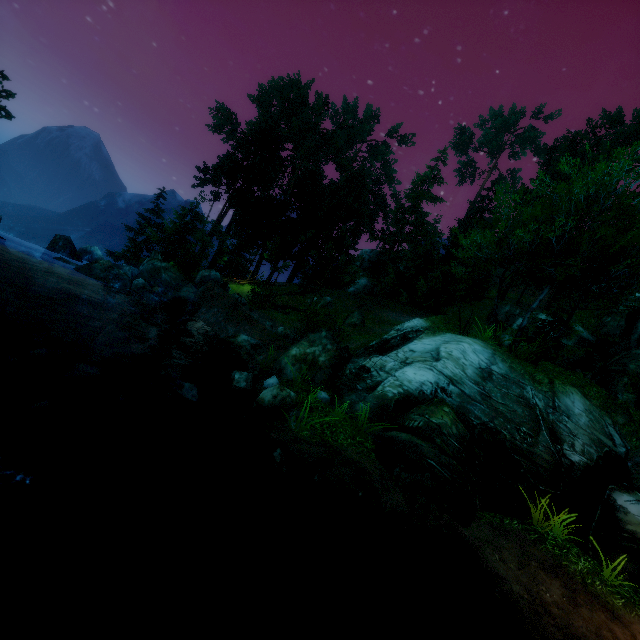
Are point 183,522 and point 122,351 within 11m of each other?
yes

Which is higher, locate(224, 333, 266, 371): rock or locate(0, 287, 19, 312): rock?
locate(224, 333, 266, 371): rock

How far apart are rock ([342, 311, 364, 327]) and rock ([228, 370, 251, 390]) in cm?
1551

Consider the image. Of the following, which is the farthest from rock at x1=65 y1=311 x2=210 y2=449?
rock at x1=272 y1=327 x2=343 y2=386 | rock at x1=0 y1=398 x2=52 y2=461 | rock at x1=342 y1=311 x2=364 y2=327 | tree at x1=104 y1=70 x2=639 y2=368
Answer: rock at x1=342 y1=311 x2=364 y2=327

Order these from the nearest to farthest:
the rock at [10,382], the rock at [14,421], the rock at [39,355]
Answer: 1. the rock at [14,421]
2. the rock at [10,382]
3. the rock at [39,355]

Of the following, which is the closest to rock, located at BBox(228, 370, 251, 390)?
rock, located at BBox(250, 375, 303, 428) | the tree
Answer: rock, located at BBox(250, 375, 303, 428)

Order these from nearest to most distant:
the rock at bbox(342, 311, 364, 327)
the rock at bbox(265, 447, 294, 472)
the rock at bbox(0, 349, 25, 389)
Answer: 1. the rock at bbox(265, 447, 294, 472)
2. the rock at bbox(0, 349, 25, 389)
3. the rock at bbox(342, 311, 364, 327)

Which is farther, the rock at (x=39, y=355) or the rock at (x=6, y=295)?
the rock at (x=6, y=295)
